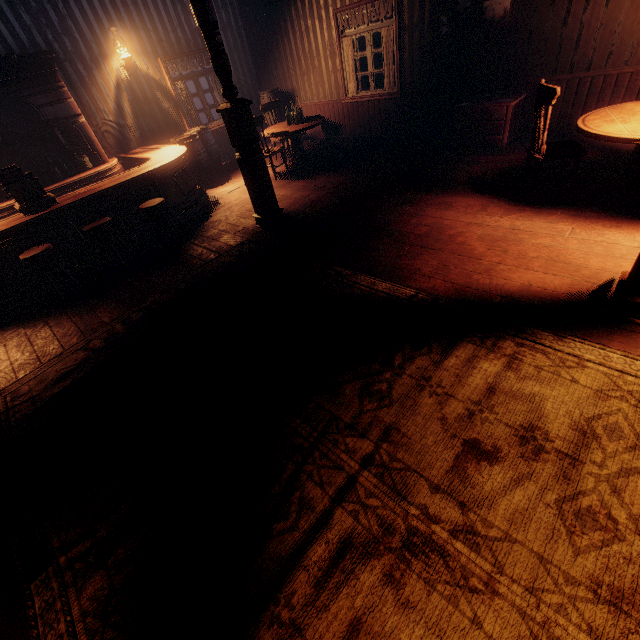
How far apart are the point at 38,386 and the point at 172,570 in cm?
258

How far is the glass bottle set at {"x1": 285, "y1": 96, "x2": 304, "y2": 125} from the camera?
6.7 meters

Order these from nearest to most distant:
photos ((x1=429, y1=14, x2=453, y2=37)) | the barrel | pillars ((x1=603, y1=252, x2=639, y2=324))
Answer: pillars ((x1=603, y1=252, x2=639, y2=324)) → photos ((x1=429, y1=14, x2=453, y2=37)) → the barrel

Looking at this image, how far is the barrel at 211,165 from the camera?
7.2 meters

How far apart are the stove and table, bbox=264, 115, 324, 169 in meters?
2.1 m

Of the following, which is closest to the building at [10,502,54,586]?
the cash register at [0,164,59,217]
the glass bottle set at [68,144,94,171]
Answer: the glass bottle set at [68,144,94,171]

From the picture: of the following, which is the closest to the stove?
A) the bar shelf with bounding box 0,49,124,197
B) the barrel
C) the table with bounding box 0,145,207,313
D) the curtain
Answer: the curtain

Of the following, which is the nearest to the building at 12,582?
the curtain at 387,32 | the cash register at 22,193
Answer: the curtain at 387,32
